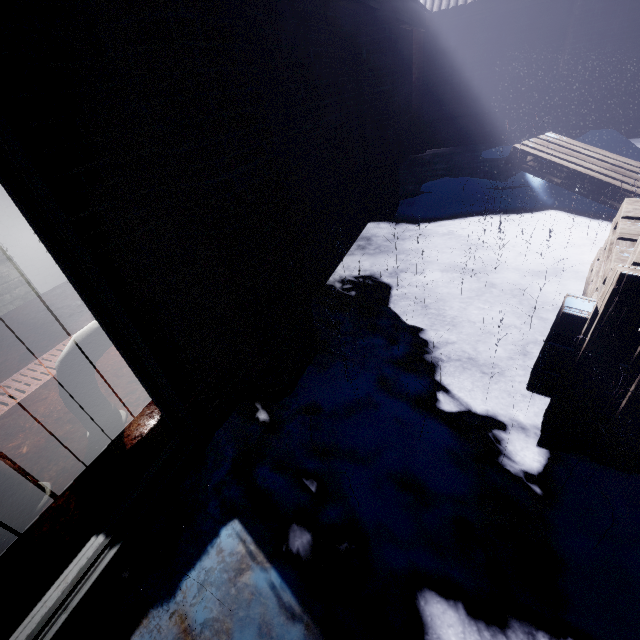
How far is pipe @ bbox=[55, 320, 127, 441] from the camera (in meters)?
1.65

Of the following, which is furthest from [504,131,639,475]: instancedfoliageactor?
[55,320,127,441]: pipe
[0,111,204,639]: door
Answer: [55,320,127,441]: pipe

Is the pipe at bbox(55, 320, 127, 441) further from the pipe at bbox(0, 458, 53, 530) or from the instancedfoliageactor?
the instancedfoliageactor

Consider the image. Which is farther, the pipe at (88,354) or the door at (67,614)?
the pipe at (88,354)

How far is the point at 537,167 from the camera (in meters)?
3.81

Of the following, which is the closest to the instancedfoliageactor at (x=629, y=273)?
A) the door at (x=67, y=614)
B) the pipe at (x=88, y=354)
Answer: the door at (x=67, y=614)

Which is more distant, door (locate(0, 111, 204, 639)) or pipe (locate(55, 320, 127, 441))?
pipe (locate(55, 320, 127, 441))

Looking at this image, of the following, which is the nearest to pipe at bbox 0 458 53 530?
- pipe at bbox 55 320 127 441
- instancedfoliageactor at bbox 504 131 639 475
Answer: pipe at bbox 55 320 127 441
